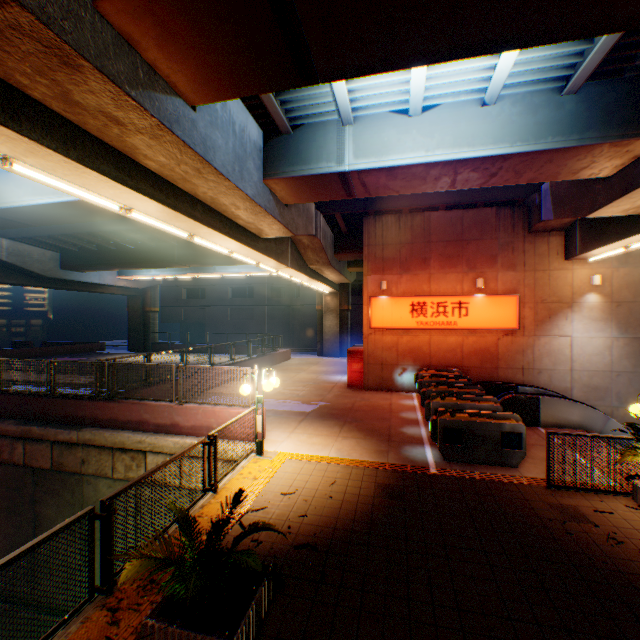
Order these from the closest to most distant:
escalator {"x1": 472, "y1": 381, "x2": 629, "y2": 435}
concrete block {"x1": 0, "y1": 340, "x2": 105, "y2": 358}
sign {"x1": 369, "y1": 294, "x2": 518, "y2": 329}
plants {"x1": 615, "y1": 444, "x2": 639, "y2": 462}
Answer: plants {"x1": 615, "y1": 444, "x2": 639, "y2": 462}, escalator {"x1": 472, "y1": 381, "x2": 629, "y2": 435}, sign {"x1": 369, "y1": 294, "x2": 518, "y2": 329}, concrete block {"x1": 0, "y1": 340, "x2": 105, "y2": 358}

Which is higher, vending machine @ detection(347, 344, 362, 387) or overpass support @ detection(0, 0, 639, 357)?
overpass support @ detection(0, 0, 639, 357)

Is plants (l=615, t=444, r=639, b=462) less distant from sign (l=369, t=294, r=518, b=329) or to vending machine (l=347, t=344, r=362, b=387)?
sign (l=369, t=294, r=518, b=329)

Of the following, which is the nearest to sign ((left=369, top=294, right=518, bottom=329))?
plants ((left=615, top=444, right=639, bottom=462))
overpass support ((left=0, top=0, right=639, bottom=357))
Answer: overpass support ((left=0, top=0, right=639, bottom=357))

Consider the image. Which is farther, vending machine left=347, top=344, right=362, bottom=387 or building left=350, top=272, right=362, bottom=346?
building left=350, top=272, right=362, bottom=346

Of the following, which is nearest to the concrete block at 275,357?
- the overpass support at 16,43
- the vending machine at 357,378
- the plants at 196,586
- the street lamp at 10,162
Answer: the overpass support at 16,43

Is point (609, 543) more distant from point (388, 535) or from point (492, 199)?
point (492, 199)

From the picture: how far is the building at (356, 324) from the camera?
40.97m
